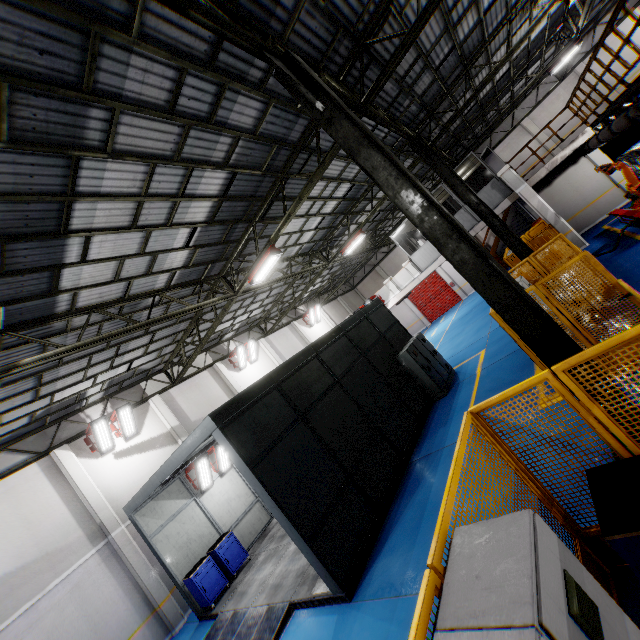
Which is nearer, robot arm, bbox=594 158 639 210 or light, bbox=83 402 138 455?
robot arm, bbox=594 158 639 210

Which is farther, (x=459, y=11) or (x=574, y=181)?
(x=574, y=181)

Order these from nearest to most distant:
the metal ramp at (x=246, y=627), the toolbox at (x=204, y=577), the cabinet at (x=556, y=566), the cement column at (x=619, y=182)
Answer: the cabinet at (x=556, y=566) < the metal ramp at (x=246, y=627) < the toolbox at (x=204, y=577) < the cement column at (x=619, y=182)

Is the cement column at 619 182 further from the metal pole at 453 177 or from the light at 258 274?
the light at 258 274

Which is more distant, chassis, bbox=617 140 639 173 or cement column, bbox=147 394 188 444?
chassis, bbox=617 140 639 173

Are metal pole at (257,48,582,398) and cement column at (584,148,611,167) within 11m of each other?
no

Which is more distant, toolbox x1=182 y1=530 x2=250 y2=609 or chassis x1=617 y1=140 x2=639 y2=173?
chassis x1=617 y1=140 x2=639 y2=173

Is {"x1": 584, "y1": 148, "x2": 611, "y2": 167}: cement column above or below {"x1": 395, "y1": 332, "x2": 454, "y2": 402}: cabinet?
above
